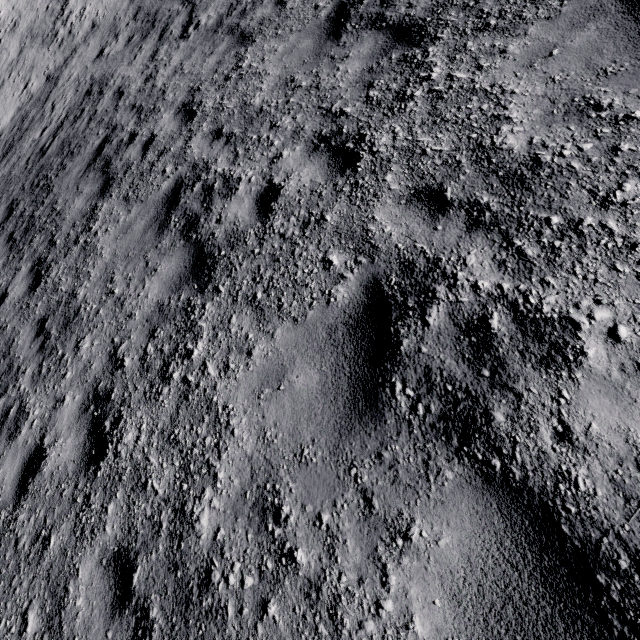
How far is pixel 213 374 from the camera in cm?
311
